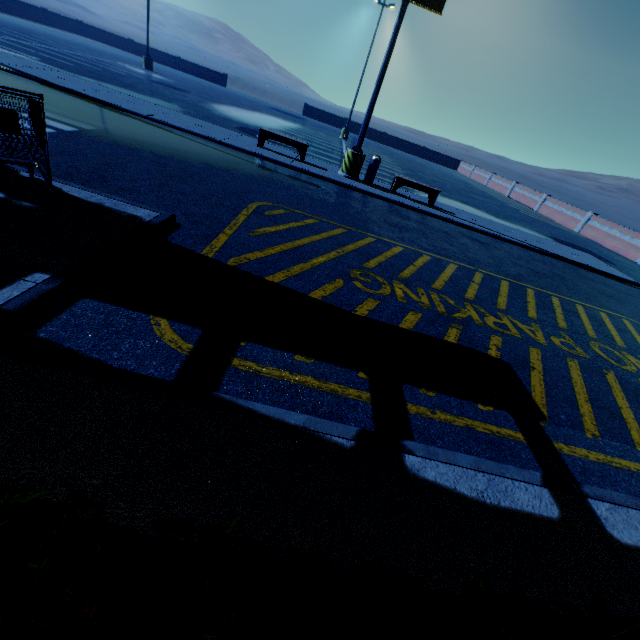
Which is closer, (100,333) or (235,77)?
(100,333)

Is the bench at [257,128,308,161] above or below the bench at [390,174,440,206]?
above

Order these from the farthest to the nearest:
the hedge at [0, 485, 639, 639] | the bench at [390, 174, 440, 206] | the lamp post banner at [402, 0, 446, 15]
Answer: the bench at [390, 174, 440, 206] < the lamp post banner at [402, 0, 446, 15] < the hedge at [0, 485, 639, 639]

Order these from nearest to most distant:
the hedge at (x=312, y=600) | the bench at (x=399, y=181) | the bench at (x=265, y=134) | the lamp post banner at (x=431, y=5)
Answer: the hedge at (x=312, y=600) → the lamp post banner at (x=431, y=5) → the bench at (x=265, y=134) → the bench at (x=399, y=181)

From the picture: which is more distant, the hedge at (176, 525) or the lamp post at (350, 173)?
the lamp post at (350, 173)

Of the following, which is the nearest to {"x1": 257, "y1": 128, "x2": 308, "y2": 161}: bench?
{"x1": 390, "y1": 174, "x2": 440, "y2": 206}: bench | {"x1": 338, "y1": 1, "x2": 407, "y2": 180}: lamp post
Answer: {"x1": 338, "y1": 1, "x2": 407, "y2": 180}: lamp post

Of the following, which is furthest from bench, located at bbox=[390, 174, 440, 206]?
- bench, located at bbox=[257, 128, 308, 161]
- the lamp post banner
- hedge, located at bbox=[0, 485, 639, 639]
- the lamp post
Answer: hedge, located at bbox=[0, 485, 639, 639]

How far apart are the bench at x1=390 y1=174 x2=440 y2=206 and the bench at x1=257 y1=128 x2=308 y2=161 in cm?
345
